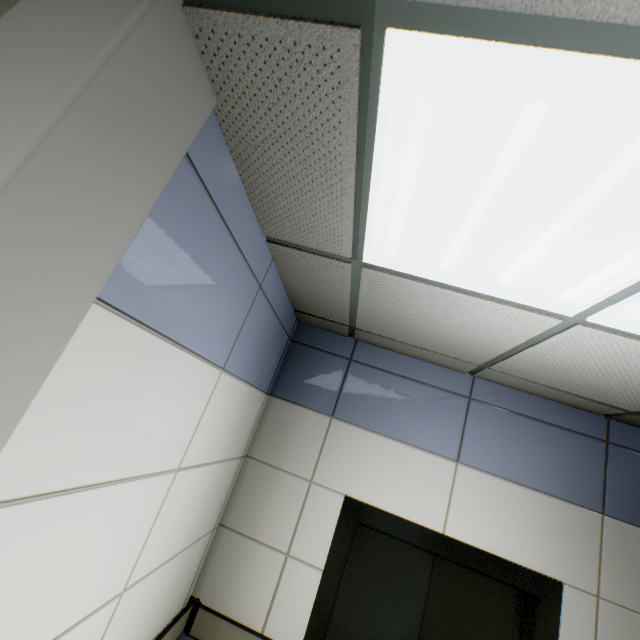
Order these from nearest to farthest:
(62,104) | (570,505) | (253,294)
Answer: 1. (62,104)
2. (253,294)
3. (570,505)
